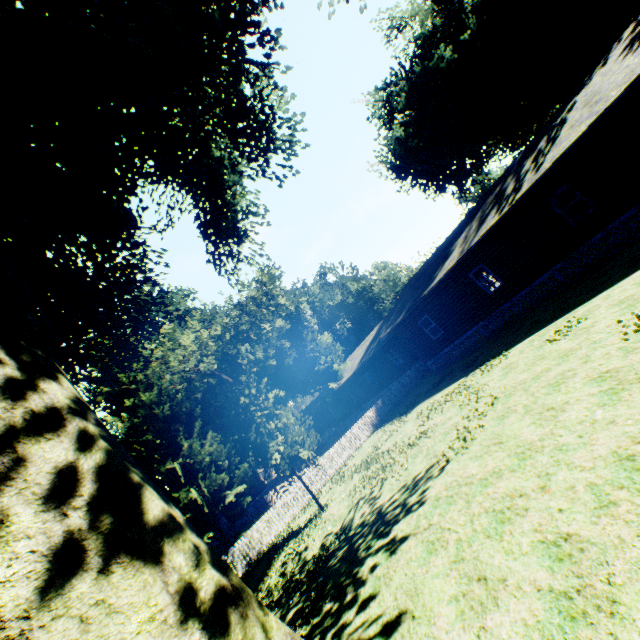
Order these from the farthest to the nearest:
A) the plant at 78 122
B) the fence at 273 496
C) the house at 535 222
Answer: the fence at 273 496 < the house at 535 222 < the plant at 78 122

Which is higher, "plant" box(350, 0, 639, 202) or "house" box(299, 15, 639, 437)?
"plant" box(350, 0, 639, 202)

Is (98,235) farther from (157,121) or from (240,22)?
(240,22)

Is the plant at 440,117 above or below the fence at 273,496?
above

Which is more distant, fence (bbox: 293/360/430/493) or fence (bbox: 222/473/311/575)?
fence (bbox: 293/360/430/493)

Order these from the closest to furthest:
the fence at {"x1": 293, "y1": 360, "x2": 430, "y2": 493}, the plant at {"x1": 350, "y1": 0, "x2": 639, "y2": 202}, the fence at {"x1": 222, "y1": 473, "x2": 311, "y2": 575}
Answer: the fence at {"x1": 222, "y1": 473, "x2": 311, "y2": 575}, the fence at {"x1": 293, "y1": 360, "x2": 430, "y2": 493}, the plant at {"x1": 350, "y1": 0, "x2": 639, "y2": 202}

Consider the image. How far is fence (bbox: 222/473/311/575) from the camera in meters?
15.9
